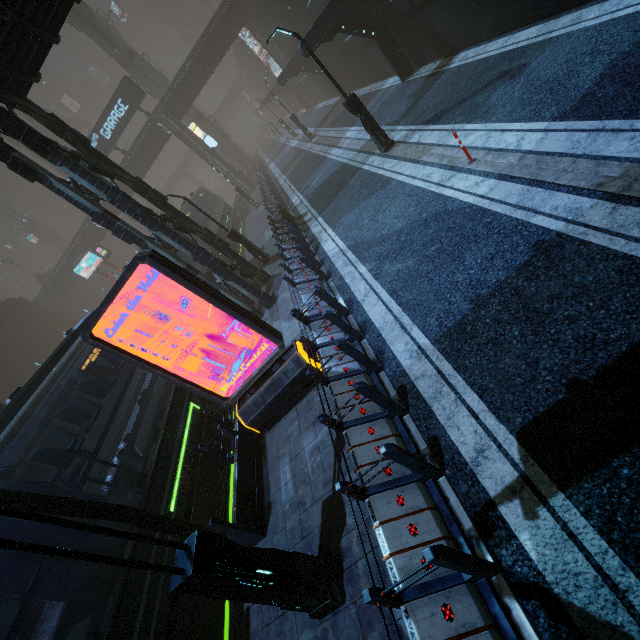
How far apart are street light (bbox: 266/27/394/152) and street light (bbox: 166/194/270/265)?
7.1 meters

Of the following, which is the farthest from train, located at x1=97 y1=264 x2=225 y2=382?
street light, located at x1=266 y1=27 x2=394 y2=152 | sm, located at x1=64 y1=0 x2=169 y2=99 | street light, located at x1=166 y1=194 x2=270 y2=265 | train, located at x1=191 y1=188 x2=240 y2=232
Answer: street light, located at x1=266 y1=27 x2=394 y2=152

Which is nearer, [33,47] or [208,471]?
[208,471]

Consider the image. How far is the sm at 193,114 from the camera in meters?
41.6

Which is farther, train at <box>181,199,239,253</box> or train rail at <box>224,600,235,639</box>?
train at <box>181,199,239,253</box>

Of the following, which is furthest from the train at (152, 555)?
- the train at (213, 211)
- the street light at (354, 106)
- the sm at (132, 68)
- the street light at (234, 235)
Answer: the street light at (354, 106)

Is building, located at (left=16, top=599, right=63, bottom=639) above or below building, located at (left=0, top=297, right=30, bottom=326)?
below

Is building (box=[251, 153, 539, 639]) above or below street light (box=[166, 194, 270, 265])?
below
